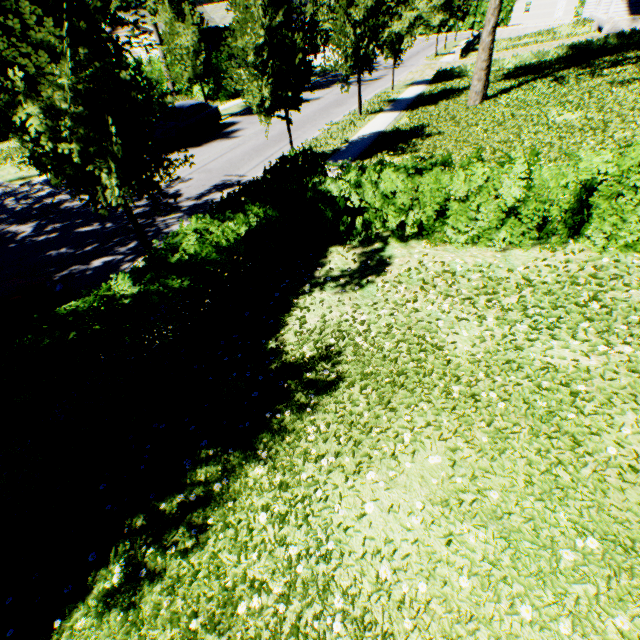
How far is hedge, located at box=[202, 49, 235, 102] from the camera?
25.9m

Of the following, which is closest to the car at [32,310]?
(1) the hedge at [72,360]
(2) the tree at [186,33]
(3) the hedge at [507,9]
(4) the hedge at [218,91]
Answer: (2) the tree at [186,33]

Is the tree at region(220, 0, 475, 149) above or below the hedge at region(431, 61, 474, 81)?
above

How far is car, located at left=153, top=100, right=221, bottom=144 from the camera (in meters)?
17.41

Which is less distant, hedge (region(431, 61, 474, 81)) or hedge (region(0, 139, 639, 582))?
hedge (region(0, 139, 639, 582))

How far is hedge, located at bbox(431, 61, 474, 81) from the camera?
22.12m

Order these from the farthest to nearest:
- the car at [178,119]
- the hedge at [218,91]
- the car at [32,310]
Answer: the hedge at [218,91] < the car at [178,119] < the car at [32,310]

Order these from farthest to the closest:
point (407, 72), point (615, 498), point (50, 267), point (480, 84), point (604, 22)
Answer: point (407, 72)
point (604, 22)
point (480, 84)
point (50, 267)
point (615, 498)
